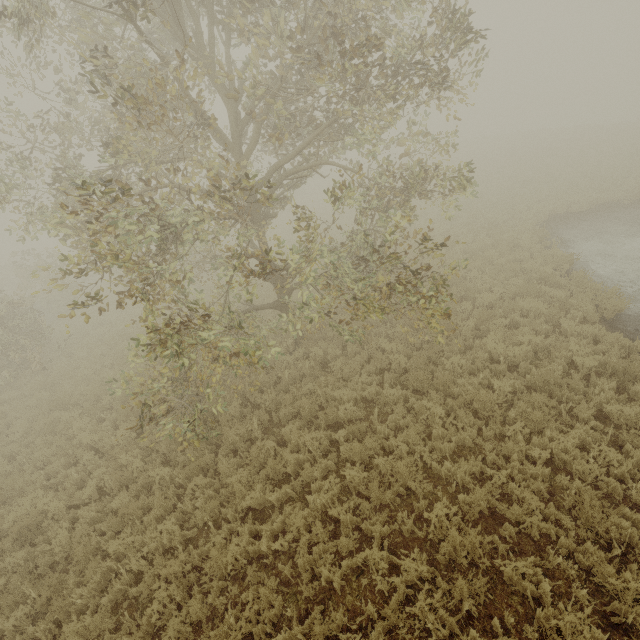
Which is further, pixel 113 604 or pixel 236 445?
pixel 236 445
